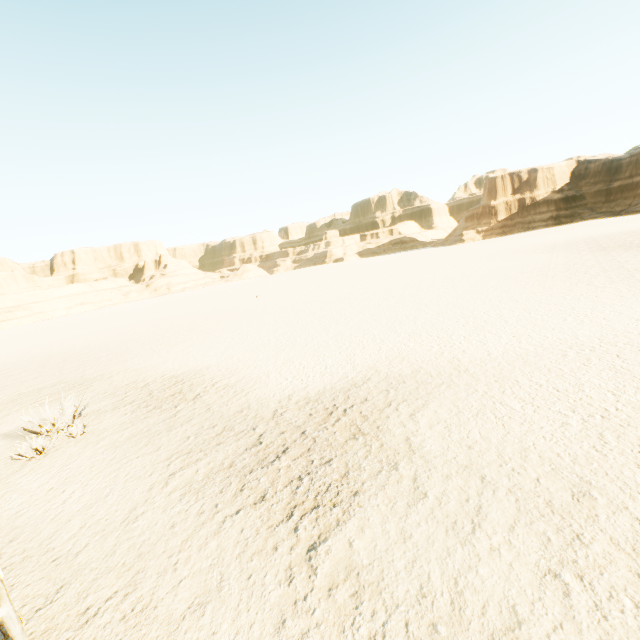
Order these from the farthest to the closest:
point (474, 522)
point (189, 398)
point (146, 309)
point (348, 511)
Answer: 1. point (146, 309)
2. point (189, 398)
3. point (348, 511)
4. point (474, 522)
